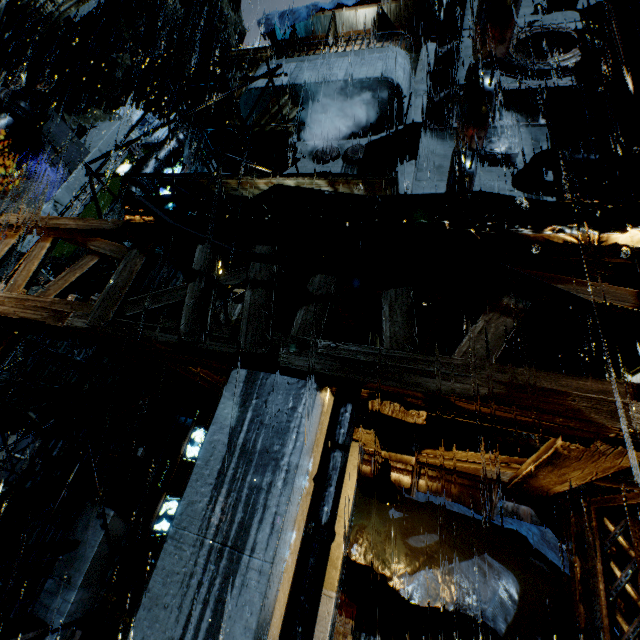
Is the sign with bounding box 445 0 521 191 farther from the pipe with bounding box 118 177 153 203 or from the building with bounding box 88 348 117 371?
the pipe with bounding box 118 177 153 203

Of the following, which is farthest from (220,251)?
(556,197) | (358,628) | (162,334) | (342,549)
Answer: (556,197)

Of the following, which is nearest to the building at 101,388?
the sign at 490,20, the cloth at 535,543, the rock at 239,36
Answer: the cloth at 535,543

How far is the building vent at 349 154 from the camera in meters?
11.2

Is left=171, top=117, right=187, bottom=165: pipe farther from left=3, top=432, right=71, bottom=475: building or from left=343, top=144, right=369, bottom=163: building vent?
left=343, top=144, right=369, bottom=163: building vent

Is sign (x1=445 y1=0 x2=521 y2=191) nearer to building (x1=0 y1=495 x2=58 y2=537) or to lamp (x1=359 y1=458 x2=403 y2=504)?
building (x1=0 y1=495 x2=58 y2=537)

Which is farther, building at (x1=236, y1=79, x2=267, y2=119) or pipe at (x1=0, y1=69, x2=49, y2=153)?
pipe at (x1=0, y1=69, x2=49, y2=153)
